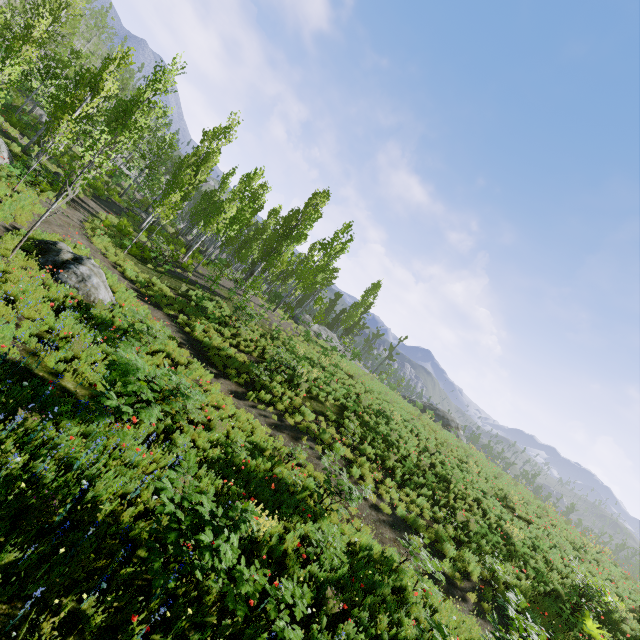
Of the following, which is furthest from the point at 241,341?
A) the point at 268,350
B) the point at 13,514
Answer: the point at 13,514

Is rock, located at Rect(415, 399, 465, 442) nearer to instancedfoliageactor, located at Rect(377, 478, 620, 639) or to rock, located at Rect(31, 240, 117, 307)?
instancedfoliageactor, located at Rect(377, 478, 620, 639)

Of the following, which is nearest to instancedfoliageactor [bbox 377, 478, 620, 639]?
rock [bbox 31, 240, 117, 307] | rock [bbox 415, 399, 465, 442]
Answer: rock [bbox 31, 240, 117, 307]

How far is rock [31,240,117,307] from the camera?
10.6 meters

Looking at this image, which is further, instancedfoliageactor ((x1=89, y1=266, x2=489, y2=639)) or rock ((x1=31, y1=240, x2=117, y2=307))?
rock ((x1=31, y1=240, x2=117, y2=307))

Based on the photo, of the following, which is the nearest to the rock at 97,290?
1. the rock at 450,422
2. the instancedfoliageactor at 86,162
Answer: the instancedfoliageactor at 86,162

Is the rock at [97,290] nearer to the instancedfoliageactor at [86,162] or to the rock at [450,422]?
the instancedfoliageactor at [86,162]

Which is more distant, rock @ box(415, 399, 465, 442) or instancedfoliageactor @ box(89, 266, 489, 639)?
rock @ box(415, 399, 465, 442)
